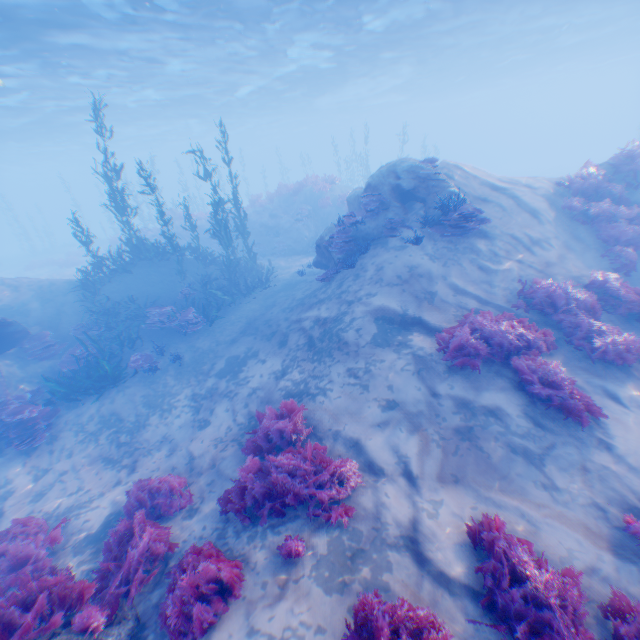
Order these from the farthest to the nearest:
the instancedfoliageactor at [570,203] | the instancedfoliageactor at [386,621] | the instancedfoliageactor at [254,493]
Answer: the instancedfoliageactor at [570,203] → the instancedfoliageactor at [254,493] → the instancedfoliageactor at [386,621]

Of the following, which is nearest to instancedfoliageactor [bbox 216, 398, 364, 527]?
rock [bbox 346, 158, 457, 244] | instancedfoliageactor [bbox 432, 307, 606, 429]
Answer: rock [bbox 346, 158, 457, 244]

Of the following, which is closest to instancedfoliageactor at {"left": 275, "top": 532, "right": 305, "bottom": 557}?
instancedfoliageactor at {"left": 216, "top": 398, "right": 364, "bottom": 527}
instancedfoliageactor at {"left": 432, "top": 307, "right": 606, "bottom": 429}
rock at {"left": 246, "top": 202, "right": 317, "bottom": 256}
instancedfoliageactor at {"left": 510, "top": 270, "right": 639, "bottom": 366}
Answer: instancedfoliageactor at {"left": 216, "top": 398, "right": 364, "bottom": 527}

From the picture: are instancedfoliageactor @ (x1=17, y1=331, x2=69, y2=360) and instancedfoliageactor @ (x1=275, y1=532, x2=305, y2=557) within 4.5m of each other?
no

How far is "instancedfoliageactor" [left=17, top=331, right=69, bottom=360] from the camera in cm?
1212

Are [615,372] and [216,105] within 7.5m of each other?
no

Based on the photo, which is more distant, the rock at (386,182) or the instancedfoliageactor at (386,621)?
the rock at (386,182)

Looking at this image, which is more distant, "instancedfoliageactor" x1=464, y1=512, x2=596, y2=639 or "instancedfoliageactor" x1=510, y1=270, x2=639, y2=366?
"instancedfoliageactor" x1=510, y1=270, x2=639, y2=366
